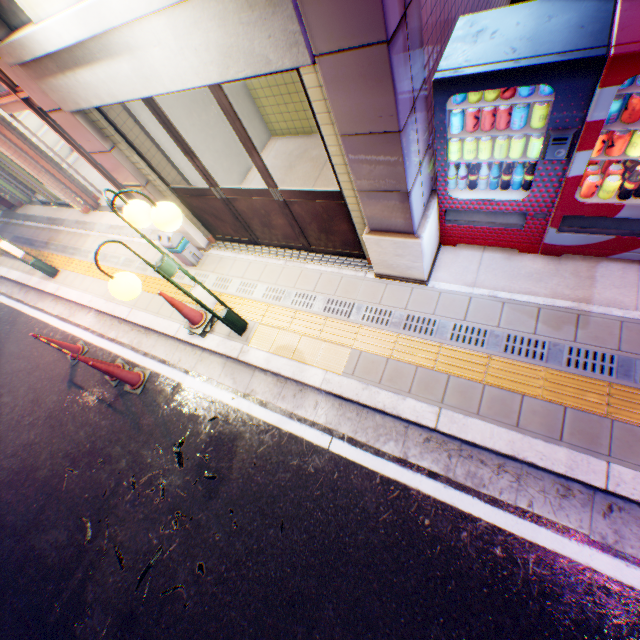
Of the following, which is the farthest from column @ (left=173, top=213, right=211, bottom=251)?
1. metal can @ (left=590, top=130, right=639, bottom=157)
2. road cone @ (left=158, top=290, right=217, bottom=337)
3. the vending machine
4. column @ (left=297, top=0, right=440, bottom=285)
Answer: metal can @ (left=590, top=130, right=639, bottom=157)

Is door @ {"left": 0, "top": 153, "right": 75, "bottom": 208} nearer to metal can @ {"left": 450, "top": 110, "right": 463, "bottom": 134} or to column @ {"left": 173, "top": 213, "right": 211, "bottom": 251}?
column @ {"left": 173, "top": 213, "right": 211, "bottom": 251}

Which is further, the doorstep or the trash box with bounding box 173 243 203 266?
the trash box with bounding box 173 243 203 266

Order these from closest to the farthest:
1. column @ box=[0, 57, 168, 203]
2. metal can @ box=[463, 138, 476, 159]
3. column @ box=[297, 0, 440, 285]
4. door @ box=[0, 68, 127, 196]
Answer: column @ box=[297, 0, 440, 285] → metal can @ box=[463, 138, 476, 159] → column @ box=[0, 57, 168, 203] → door @ box=[0, 68, 127, 196]

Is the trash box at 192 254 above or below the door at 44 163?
below

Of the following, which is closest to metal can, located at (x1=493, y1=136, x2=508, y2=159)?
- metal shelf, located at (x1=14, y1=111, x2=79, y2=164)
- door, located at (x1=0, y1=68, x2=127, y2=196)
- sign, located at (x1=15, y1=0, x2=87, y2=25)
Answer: sign, located at (x1=15, y1=0, x2=87, y2=25)

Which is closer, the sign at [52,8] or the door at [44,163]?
the sign at [52,8]

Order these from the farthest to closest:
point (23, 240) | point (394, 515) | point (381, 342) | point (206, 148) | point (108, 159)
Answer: point (23, 240)
point (206, 148)
point (108, 159)
point (381, 342)
point (394, 515)
